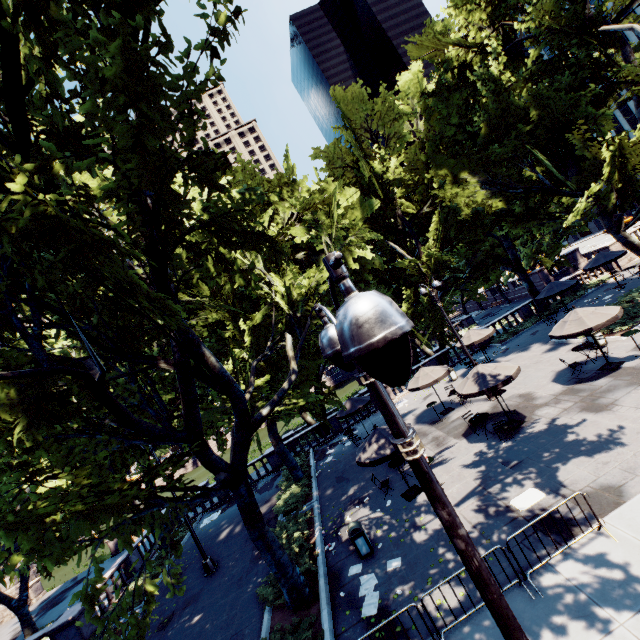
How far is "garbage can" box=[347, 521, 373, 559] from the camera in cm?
→ 1102

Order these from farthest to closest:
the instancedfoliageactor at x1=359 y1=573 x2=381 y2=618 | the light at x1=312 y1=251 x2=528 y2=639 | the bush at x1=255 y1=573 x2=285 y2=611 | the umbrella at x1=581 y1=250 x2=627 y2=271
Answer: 1. the umbrella at x1=581 y1=250 x2=627 y2=271
2. the bush at x1=255 y1=573 x2=285 y2=611
3. the instancedfoliageactor at x1=359 y1=573 x2=381 y2=618
4. the light at x1=312 y1=251 x2=528 y2=639

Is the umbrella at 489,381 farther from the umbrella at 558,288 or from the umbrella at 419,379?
the umbrella at 558,288

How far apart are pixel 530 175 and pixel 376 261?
15.84m

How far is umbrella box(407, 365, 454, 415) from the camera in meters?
18.3 m

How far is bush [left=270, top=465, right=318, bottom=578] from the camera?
12.4m

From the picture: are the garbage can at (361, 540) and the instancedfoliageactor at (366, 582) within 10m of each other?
yes

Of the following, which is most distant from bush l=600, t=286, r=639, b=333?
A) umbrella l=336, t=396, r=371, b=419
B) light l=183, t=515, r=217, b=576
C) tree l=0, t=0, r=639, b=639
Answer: light l=183, t=515, r=217, b=576
